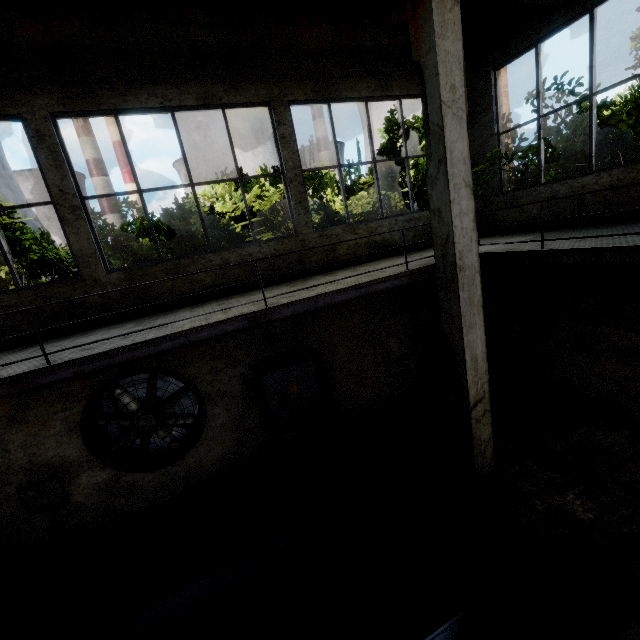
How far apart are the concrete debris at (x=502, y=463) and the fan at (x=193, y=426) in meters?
4.1

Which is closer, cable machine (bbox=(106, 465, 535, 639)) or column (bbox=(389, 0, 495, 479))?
cable machine (bbox=(106, 465, 535, 639))

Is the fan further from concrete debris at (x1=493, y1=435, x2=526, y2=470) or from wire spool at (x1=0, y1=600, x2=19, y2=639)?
concrete debris at (x1=493, y1=435, x2=526, y2=470)

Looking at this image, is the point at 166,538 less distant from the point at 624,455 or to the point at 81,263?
the point at 81,263

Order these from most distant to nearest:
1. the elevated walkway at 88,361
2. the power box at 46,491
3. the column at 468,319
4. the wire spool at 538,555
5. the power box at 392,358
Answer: the power box at 392,358 < the power box at 46,491 < the column at 468,319 < the elevated walkway at 88,361 < the wire spool at 538,555

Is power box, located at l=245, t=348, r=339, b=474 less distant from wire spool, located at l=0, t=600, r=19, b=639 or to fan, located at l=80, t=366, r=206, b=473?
fan, located at l=80, t=366, r=206, b=473

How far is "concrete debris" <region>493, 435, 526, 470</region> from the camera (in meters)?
6.09

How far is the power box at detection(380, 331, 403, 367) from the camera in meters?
8.2 m
